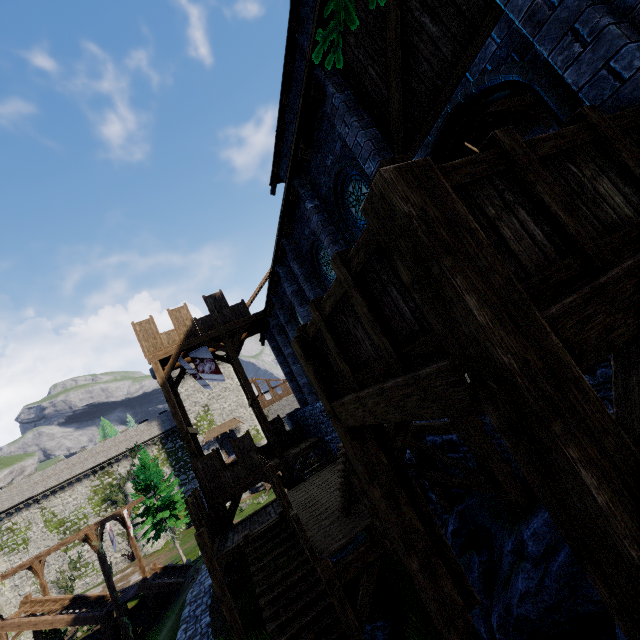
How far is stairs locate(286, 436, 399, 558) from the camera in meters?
5.9

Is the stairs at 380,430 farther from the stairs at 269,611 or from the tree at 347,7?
the tree at 347,7

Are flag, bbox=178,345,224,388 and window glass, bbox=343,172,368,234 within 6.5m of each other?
no

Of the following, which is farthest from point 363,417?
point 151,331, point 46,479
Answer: point 46,479

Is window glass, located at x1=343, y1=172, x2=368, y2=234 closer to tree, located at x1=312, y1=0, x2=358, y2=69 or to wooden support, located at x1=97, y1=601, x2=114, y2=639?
tree, located at x1=312, y1=0, x2=358, y2=69

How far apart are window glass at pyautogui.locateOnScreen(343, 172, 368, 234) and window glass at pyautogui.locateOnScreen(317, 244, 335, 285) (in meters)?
1.49

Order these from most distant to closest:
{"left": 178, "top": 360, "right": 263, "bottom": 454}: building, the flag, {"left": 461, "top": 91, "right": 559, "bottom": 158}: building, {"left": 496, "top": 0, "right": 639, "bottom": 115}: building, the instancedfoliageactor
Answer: {"left": 178, "top": 360, "right": 263, "bottom": 454}: building → the instancedfoliageactor → the flag → {"left": 461, "top": 91, "right": 559, "bottom": 158}: building → {"left": 496, "top": 0, "right": 639, "bottom": 115}: building

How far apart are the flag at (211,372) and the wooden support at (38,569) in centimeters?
2084cm
